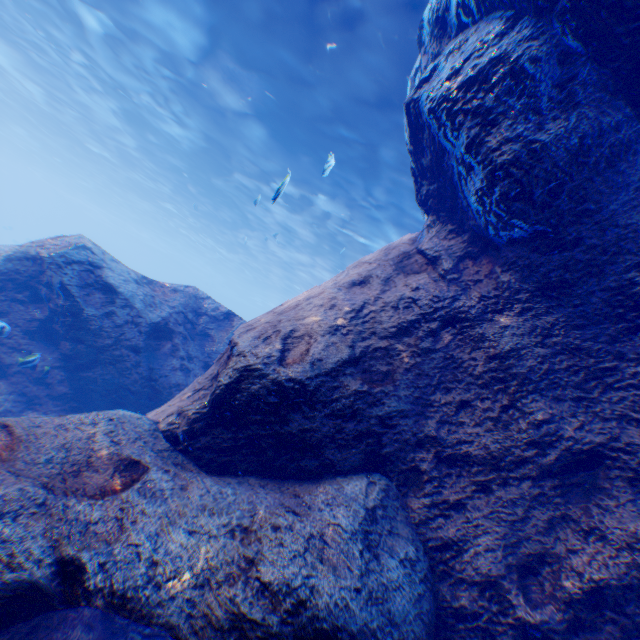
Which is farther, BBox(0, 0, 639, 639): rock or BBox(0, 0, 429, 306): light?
BBox(0, 0, 429, 306): light

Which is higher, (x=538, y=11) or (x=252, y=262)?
(x=252, y=262)

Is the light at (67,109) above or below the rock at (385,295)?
above

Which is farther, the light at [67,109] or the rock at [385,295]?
the light at [67,109]

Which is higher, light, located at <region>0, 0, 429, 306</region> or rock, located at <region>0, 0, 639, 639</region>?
light, located at <region>0, 0, 429, 306</region>
